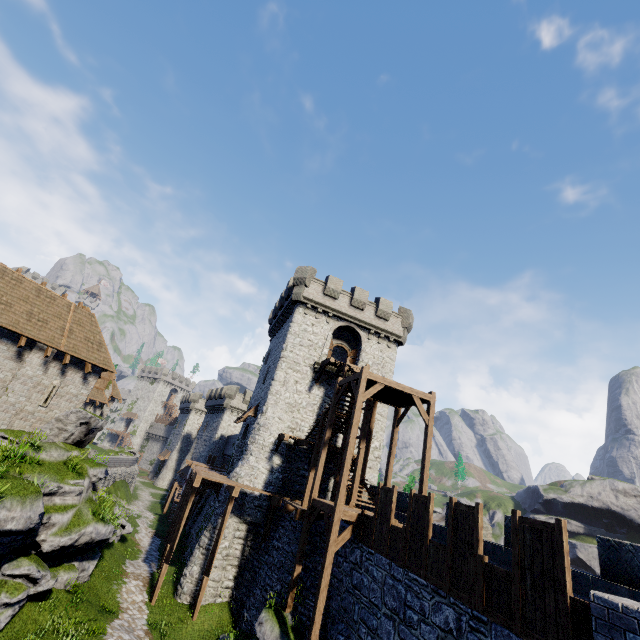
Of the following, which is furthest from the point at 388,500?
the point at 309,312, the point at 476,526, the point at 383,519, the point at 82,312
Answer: the point at 82,312

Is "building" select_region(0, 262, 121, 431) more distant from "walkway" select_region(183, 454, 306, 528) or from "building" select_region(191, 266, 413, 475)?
"building" select_region(191, 266, 413, 475)

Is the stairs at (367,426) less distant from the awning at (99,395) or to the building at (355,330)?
the building at (355,330)

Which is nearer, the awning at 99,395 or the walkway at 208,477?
the walkway at 208,477

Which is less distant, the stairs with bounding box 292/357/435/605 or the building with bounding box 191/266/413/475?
the stairs with bounding box 292/357/435/605

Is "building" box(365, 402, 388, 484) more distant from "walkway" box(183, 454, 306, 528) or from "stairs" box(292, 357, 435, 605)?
"stairs" box(292, 357, 435, 605)

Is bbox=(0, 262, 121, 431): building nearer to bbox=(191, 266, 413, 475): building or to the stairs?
bbox=(191, 266, 413, 475): building

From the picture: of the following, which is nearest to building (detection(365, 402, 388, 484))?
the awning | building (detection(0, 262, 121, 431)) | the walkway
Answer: the walkway
